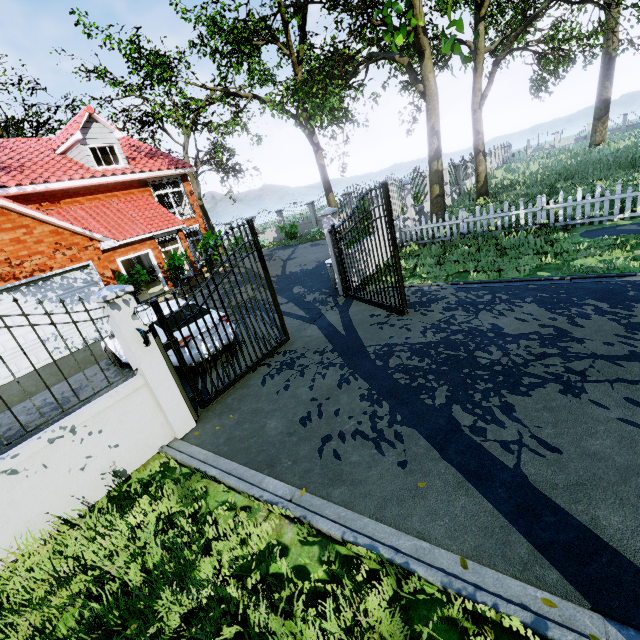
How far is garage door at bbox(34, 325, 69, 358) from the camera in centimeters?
993cm

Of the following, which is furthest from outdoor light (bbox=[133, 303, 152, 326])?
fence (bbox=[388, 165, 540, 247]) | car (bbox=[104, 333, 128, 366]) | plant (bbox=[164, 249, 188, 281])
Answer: plant (bbox=[164, 249, 188, 281])

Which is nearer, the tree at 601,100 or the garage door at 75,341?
the garage door at 75,341

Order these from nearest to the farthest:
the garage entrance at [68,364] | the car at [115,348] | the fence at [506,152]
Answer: the car at [115,348] < the garage entrance at [68,364] < the fence at [506,152]

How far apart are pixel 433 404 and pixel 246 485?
2.7 meters

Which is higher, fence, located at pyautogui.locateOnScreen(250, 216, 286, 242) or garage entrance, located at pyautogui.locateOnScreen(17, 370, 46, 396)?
fence, located at pyautogui.locateOnScreen(250, 216, 286, 242)

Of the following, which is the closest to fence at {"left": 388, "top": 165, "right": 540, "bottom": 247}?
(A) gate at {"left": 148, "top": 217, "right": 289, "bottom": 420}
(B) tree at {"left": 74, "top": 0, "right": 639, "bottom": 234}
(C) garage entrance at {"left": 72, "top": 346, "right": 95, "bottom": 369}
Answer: (B) tree at {"left": 74, "top": 0, "right": 639, "bottom": 234}

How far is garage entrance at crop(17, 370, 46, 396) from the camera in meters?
8.9
